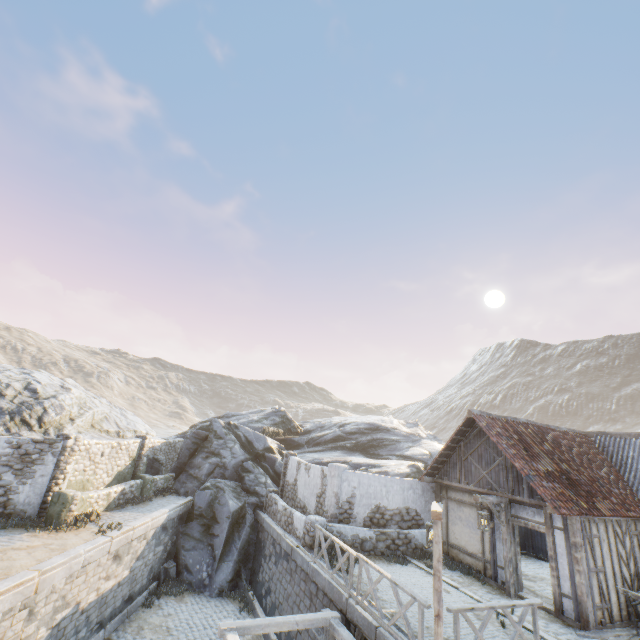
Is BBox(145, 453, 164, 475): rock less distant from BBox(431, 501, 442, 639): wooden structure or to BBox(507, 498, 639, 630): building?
BBox(507, 498, 639, 630): building

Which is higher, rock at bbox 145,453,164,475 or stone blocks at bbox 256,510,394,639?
rock at bbox 145,453,164,475

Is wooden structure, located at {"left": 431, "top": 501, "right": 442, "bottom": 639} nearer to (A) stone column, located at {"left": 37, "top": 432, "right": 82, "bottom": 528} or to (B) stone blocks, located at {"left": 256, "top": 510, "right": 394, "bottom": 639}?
(B) stone blocks, located at {"left": 256, "top": 510, "right": 394, "bottom": 639}

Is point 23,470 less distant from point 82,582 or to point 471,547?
point 82,582

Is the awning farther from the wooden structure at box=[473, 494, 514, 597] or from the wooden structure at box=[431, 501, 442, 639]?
the wooden structure at box=[473, 494, 514, 597]

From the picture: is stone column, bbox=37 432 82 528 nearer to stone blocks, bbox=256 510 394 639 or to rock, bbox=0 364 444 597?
stone blocks, bbox=256 510 394 639

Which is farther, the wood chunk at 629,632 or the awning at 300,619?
the wood chunk at 629,632

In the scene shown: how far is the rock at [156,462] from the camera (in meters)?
19.68
